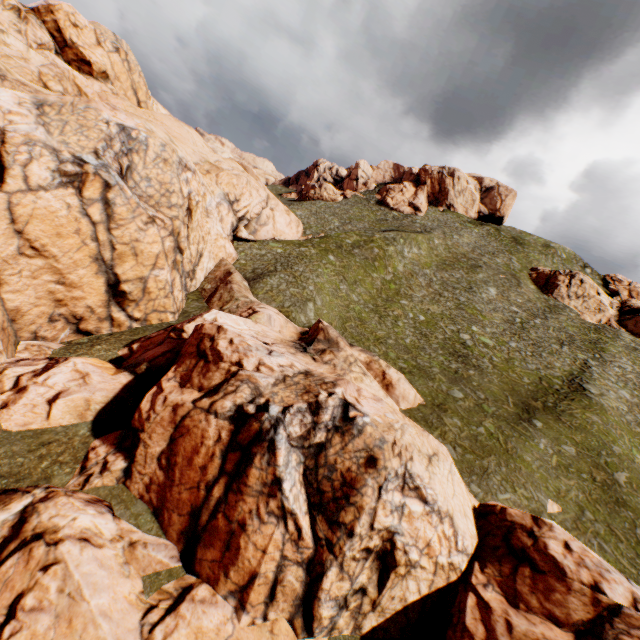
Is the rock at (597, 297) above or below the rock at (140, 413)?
above

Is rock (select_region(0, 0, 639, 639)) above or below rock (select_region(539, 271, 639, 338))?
below

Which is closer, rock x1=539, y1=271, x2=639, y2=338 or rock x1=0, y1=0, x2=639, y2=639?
rock x1=0, y1=0, x2=639, y2=639

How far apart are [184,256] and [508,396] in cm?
3272

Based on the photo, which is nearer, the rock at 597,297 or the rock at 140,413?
the rock at 140,413
